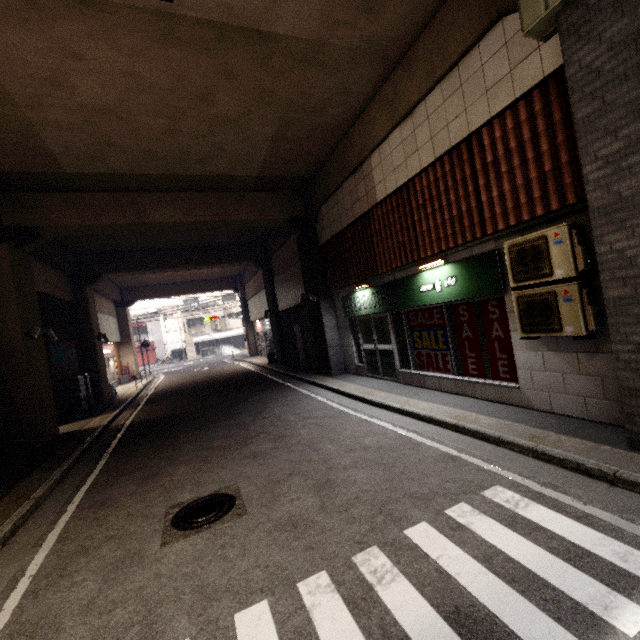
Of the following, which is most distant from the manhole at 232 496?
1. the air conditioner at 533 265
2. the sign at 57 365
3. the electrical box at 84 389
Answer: the electrical box at 84 389

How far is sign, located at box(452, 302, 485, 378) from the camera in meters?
6.4 m

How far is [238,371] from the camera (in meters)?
19.17

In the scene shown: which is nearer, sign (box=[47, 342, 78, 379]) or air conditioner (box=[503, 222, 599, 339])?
air conditioner (box=[503, 222, 599, 339])

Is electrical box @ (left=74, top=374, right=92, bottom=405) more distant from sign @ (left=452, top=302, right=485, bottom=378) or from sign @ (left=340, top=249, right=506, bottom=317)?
sign @ (left=452, top=302, right=485, bottom=378)

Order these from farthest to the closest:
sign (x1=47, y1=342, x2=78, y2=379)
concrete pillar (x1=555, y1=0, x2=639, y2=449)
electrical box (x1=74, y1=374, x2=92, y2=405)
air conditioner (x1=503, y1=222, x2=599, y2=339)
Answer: electrical box (x1=74, y1=374, x2=92, y2=405) < sign (x1=47, y1=342, x2=78, y2=379) < air conditioner (x1=503, y1=222, x2=599, y2=339) < concrete pillar (x1=555, y1=0, x2=639, y2=449)

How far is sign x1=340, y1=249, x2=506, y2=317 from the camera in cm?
567

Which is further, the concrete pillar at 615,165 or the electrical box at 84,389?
the electrical box at 84,389
